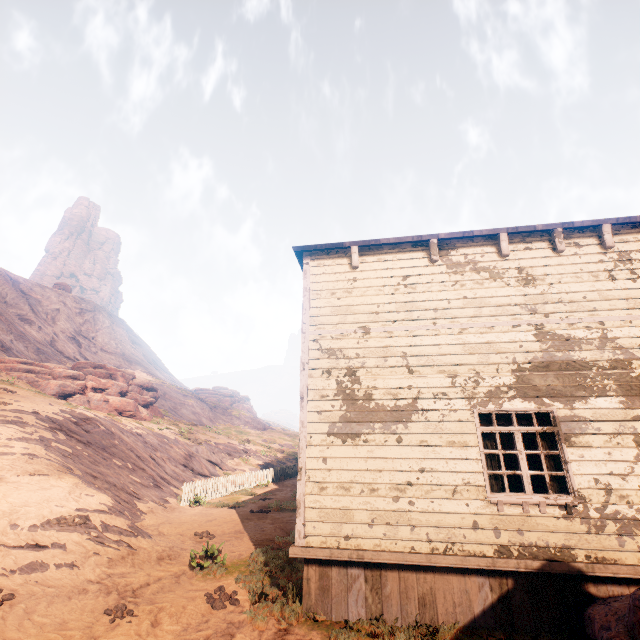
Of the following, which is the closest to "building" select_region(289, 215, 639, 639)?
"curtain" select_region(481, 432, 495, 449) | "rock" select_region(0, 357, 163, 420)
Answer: "curtain" select_region(481, 432, 495, 449)

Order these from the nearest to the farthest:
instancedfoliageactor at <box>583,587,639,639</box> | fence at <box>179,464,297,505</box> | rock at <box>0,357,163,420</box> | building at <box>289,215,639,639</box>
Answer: instancedfoliageactor at <box>583,587,639,639</box>, building at <box>289,215,639,639</box>, fence at <box>179,464,297,505</box>, rock at <box>0,357,163,420</box>

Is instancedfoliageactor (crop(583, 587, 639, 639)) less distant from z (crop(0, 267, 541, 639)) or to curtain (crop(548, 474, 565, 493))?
z (crop(0, 267, 541, 639))

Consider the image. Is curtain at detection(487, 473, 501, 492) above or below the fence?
above

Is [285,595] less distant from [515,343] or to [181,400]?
[515,343]

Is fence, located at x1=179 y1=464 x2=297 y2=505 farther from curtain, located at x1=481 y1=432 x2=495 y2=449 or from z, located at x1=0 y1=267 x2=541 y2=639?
curtain, located at x1=481 y1=432 x2=495 y2=449

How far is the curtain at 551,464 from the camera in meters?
5.6 m
